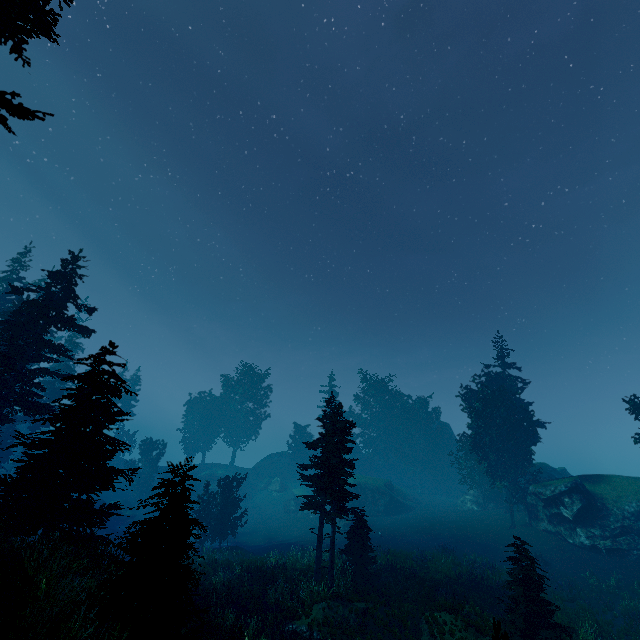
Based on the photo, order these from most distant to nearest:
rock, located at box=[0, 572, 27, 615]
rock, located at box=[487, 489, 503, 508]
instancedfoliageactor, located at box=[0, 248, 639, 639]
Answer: rock, located at box=[487, 489, 503, 508] → rock, located at box=[0, 572, 27, 615] → instancedfoliageactor, located at box=[0, 248, 639, 639]

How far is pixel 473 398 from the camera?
41.7 meters

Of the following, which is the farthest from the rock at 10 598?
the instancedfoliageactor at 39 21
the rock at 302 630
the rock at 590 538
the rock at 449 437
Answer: the rock at 449 437

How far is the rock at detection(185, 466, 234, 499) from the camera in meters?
50.6 m

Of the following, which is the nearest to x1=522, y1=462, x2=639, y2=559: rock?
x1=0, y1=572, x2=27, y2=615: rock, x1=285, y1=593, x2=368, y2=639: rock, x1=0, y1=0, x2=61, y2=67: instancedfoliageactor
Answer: x1=0, y1=0, x2=61, y2=67: instancedfoliageactor

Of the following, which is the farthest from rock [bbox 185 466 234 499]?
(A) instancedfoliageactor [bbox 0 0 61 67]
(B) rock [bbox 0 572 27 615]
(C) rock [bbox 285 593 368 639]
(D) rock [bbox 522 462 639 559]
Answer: (B) rock [bbox 0 572 27 615]

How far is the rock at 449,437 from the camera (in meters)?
55.16

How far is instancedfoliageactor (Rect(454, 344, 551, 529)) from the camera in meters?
33.9 m
